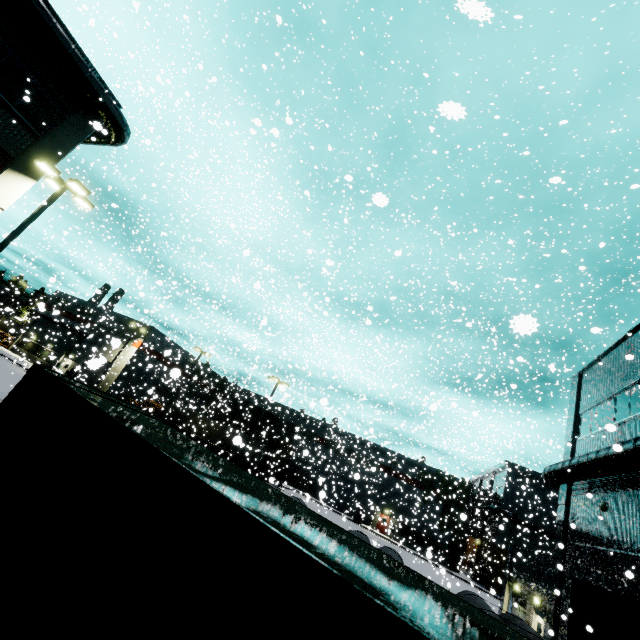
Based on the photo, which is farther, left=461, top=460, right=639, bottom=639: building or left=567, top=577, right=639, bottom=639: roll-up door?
left=461, top=460, right=639, bottom=639: building

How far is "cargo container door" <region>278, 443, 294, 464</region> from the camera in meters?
37.1 m

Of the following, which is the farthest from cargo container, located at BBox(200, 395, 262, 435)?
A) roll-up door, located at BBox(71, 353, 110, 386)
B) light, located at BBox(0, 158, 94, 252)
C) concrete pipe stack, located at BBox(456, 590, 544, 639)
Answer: concrete pipe stack, located at BBox(456, 590, 544, 639)

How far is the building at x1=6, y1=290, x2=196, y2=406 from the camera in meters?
33.2

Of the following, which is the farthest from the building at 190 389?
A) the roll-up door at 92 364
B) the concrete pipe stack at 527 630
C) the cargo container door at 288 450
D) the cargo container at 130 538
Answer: the cargo container door at 288 450

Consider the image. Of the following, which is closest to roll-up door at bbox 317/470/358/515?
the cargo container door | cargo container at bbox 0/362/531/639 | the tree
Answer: the cargo container door

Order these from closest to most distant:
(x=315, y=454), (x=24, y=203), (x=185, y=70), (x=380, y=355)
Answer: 1. (x=185, y=70)
2. (x=380, y=355)
3. (x=24, y=203)
4. (x=315, y=454)

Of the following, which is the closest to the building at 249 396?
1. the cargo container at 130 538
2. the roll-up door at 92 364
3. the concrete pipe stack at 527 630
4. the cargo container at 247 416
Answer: the roll-up door at 92 364
